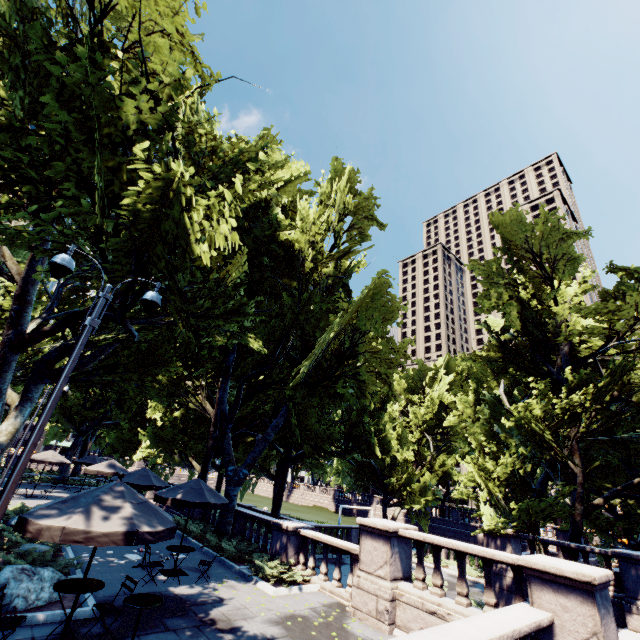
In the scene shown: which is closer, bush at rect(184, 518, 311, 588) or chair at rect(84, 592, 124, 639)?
chair at rect(84, 592, 124, 639)

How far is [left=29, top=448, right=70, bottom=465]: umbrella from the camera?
21.84m

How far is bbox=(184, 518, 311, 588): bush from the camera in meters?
11.6

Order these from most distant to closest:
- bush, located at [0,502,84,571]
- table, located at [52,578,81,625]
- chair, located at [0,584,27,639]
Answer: bush, located at [0,502,84,571] → table, located at [52,578,81,625] → chair, located at [0,584,27,639]

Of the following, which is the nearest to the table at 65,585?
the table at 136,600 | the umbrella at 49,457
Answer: the table at 136,600

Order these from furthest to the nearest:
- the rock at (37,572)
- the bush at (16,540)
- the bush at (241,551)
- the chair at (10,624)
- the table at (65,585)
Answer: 1. the bush at (241,551)
2. the bush at (16,540)
3. the rock at (37,572)
4. the table at (65,585)
5. the chair at (10,624)

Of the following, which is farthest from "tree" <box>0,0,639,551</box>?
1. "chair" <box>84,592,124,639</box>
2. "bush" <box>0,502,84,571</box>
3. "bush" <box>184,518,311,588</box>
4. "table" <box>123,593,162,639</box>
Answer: "chair" <box>84,592,124,639</box>

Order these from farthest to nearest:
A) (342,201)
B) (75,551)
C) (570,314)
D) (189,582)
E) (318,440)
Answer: (318,440) → (342,201) → (570,314) → (75,551) → (189,582)
